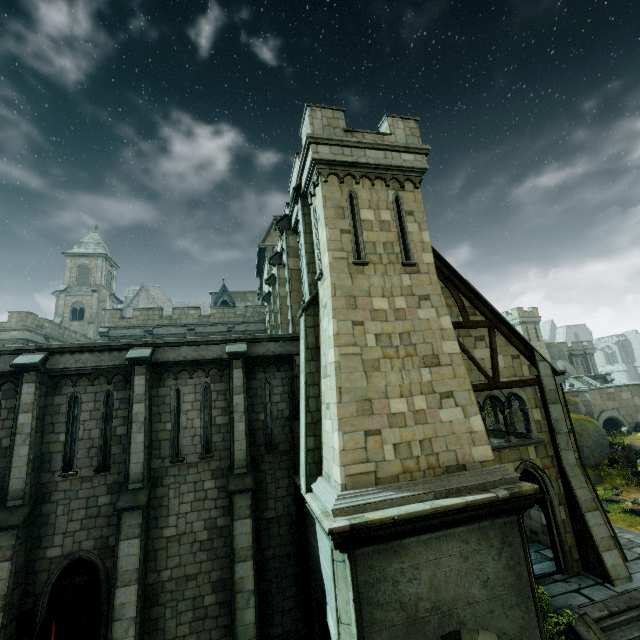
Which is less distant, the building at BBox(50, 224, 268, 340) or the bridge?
the building at BBox(50, 224, 268, 340)

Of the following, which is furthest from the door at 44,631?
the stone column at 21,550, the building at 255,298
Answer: the building at 255,298

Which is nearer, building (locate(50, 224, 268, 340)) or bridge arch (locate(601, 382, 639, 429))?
building (locate(50, 224, 268, 340))

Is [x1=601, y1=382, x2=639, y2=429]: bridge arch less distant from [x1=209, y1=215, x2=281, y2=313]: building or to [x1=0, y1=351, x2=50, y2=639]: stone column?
[x1=209, y1=215, x2=281, y2=313]: building

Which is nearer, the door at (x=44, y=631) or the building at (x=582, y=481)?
the door at (x=44, y=631)

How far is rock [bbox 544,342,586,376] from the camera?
46.71m

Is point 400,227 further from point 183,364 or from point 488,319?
point 183,364

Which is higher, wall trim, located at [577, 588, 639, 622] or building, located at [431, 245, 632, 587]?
building, located at [431, 245, 632, 587]
